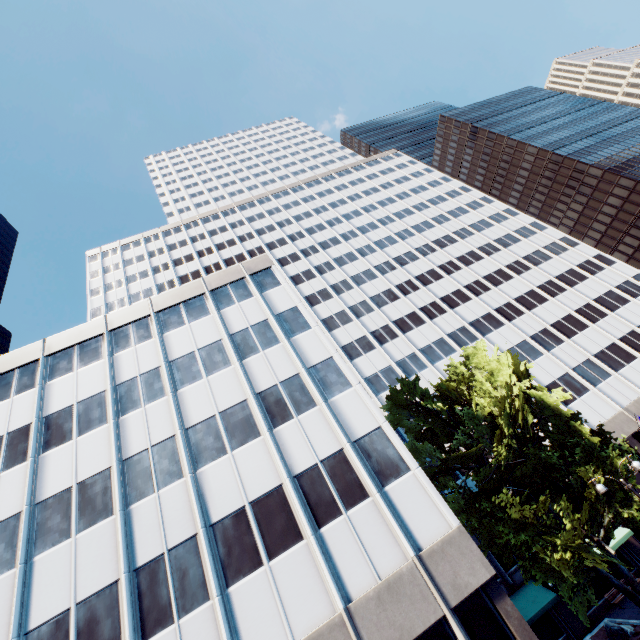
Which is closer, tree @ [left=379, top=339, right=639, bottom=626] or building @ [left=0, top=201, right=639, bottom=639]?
building @ [left=0, top=201, right=639, bottom=639]

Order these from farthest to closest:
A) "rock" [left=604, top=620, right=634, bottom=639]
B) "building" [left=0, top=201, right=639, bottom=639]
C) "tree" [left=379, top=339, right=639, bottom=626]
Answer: "rock" [left=604, top=620, right=634, bottom=639] → "tree" [left=379, top=339, right=639, bottom=626] → "building" [left=0, top=201, right=639, bottom=639]

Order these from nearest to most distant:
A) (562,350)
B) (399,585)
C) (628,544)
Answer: (399,585) < (628,544) < (562,350)

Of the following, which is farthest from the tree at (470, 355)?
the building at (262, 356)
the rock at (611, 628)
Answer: the rock at (611, 628)

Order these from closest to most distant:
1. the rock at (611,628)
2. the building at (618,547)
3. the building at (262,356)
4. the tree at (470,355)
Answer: the building at (262,356) → the tree at (470,355) → the rock at (611,628) → the building at (618,547)

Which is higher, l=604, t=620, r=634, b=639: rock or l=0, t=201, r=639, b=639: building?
l=0, t=201, r=639, b=639: building

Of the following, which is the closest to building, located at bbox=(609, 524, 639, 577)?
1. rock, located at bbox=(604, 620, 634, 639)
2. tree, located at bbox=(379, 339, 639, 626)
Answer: tree, located at bbox=(379, 339, 639, 626)
